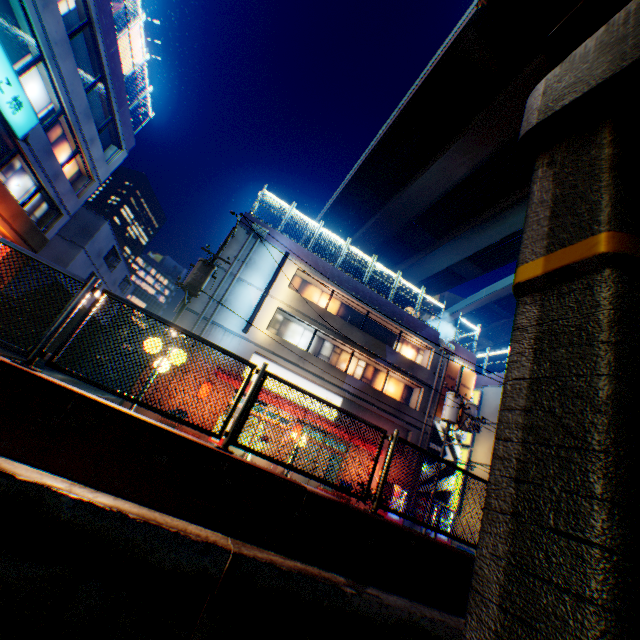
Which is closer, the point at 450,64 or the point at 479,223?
the point at 450,64

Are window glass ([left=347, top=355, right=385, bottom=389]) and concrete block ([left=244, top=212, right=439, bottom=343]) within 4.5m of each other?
yes

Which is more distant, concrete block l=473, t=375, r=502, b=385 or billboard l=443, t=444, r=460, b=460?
concrete block l=473, t=375, r=502, b=385

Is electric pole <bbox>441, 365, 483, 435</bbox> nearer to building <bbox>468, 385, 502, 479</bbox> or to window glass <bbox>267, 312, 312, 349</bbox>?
window glass <bbox>267, 312, 312, 349</bbox>

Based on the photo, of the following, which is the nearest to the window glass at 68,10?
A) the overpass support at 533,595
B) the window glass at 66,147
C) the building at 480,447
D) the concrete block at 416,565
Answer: the window glass at 66,147

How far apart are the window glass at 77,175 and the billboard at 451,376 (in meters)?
26.52

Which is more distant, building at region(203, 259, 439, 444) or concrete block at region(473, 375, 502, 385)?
concrete block at region(473, 375, 502, 385)

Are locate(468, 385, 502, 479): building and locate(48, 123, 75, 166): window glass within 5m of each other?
no
